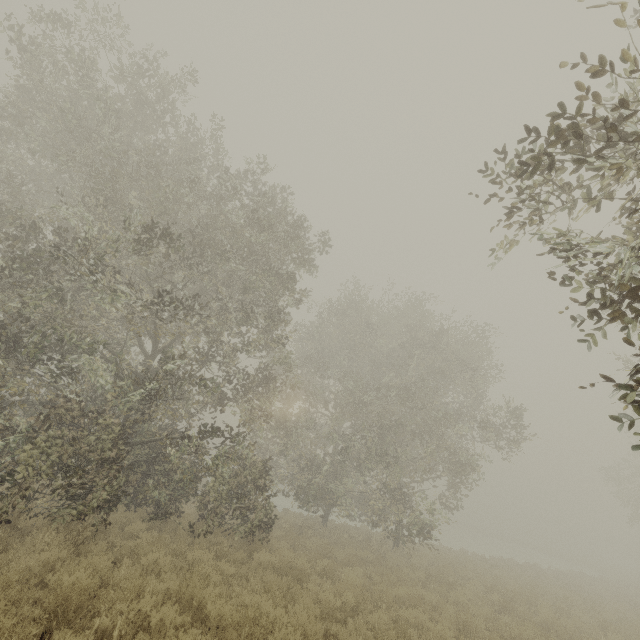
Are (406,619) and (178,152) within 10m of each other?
no
